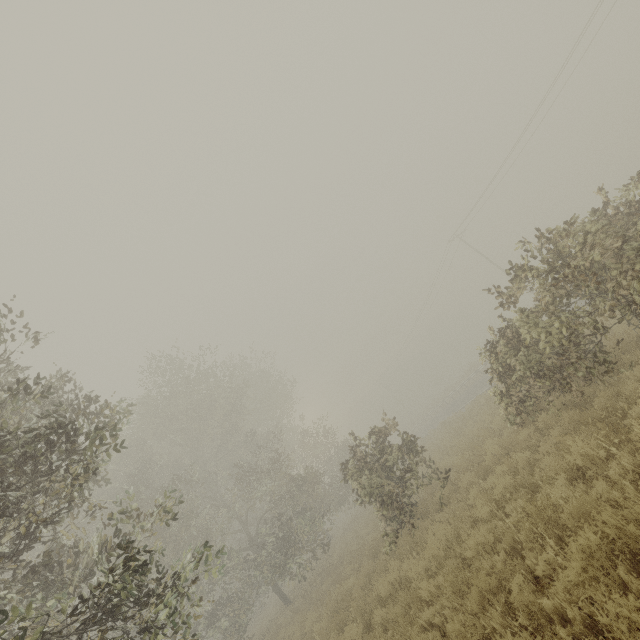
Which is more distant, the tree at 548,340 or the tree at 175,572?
the tree at 548,340

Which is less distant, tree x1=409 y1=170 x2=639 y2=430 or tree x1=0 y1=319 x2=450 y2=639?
tree x1=0 y1=319 x2=450 y2=639

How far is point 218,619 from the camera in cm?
1564
